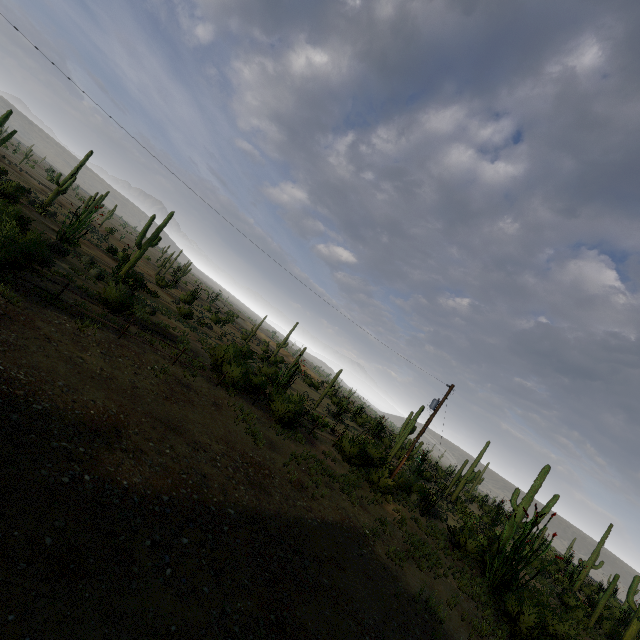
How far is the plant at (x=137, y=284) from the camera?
16.3 meters

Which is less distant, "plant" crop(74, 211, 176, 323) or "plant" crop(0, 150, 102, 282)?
"plant" crop(0, 150, 102, 282)

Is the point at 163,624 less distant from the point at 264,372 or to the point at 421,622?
the point at 421,622

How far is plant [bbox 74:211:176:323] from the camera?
16.3 meters

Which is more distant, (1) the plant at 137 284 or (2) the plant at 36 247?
(1) the plant at 137 284
